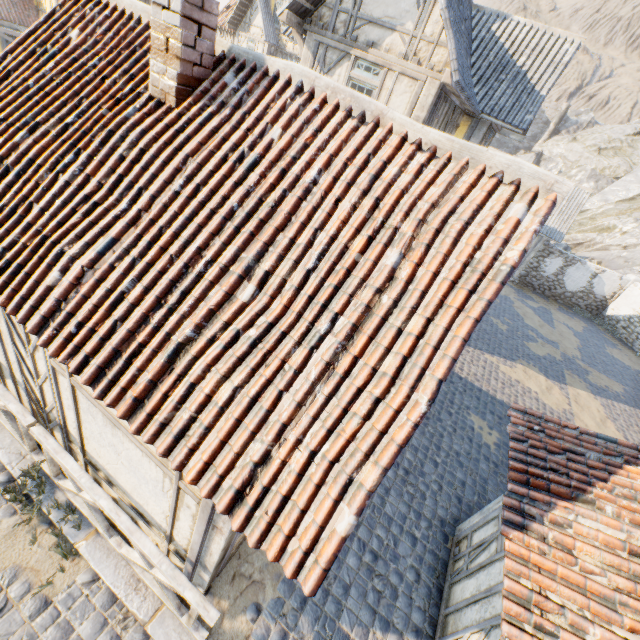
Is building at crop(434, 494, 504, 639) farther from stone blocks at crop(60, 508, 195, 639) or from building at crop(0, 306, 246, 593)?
building at crop(0, 306, 246, 593)

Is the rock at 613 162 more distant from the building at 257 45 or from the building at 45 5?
the building at 45 5

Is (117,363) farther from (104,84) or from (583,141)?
(583,141)

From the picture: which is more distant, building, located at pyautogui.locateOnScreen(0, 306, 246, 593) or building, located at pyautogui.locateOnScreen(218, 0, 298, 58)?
building, located at pyautogui.locateOnScreen(218, 0, 298, 58)

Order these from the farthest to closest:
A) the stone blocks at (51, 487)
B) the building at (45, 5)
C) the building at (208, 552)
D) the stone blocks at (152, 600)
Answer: the building at (45, 5), the stone blocks at (51, 487), the stone blocks at (152, 600), the building at (208, 552)

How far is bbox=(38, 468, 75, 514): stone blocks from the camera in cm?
468

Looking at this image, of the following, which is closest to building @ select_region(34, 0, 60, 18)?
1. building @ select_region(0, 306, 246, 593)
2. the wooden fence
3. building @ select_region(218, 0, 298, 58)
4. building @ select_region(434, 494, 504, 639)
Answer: building @ select_region(218, 0, 298, 58)

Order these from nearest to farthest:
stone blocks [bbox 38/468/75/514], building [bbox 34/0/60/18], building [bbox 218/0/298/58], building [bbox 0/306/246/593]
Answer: building [bbox 0/306/246/593], stone blocks [bbox 38/468/75/514], building [bbox 34/0/60/18], building [bbox 218/0/298/58]
